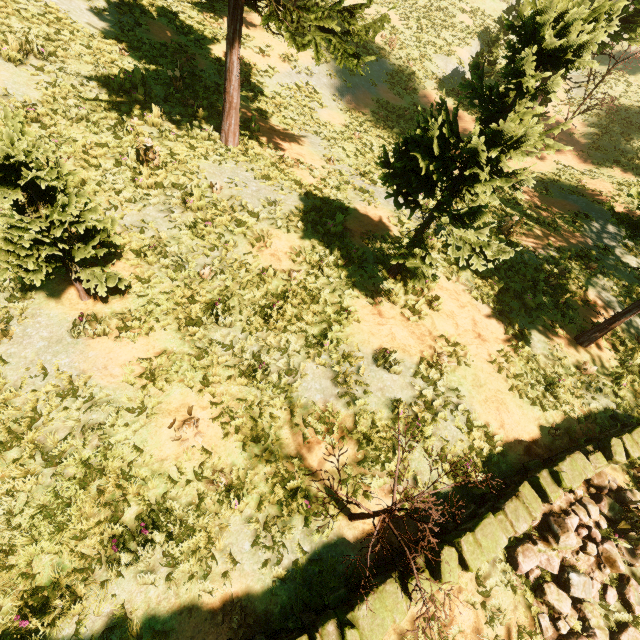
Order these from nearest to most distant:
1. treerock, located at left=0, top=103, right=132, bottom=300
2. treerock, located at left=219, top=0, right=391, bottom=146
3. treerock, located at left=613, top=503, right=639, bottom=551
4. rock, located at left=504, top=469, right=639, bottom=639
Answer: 1. treerock, located at left=0, top=103, right=132, bottom=300
2. rock, located at left=504, top=469, right=639, bottom=639
3. treerock, located at left=613, top=503, right=639, bottom=551
4. treerock, located at left=219, top=0, right=391, bottom=146

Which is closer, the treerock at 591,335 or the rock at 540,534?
the rock at 540,534

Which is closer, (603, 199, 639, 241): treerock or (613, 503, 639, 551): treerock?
(613, 503, 639, 551): treerock

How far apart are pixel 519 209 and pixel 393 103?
10.80m

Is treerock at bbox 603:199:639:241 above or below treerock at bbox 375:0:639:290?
below

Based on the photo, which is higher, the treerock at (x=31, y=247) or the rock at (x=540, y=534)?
the treerock at (x=31, y=247)
